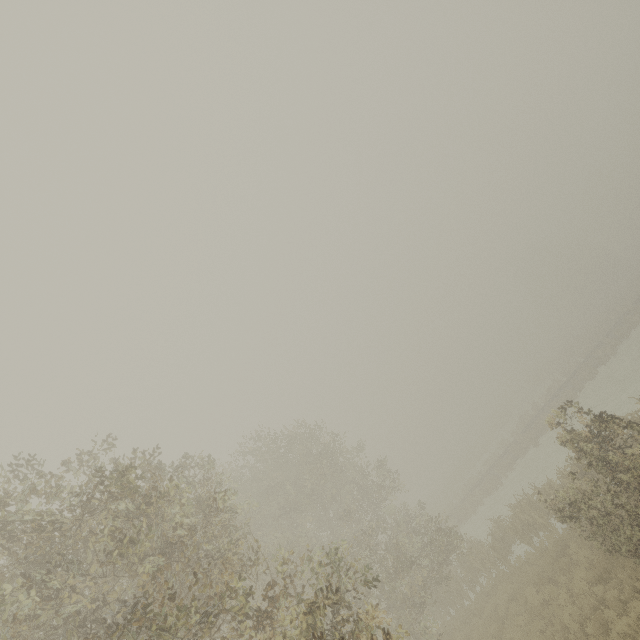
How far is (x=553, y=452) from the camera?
28.06m
